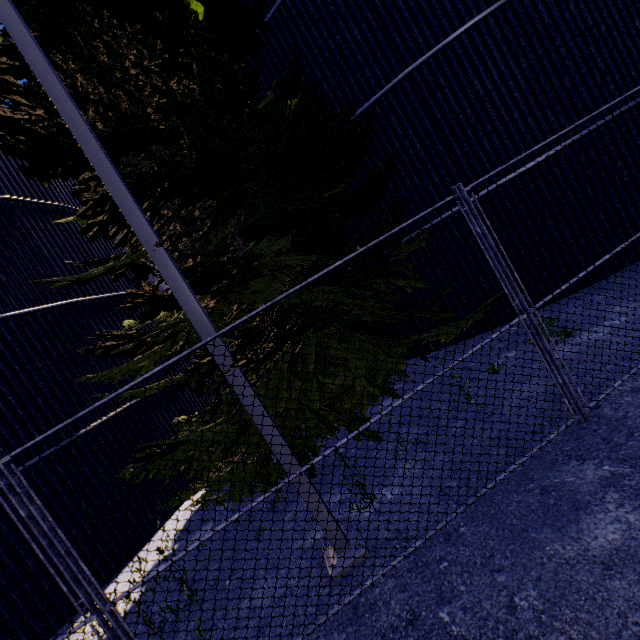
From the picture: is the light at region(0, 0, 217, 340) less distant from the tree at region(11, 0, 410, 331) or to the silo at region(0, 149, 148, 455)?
the tree at region(11, 0, 410, 331)

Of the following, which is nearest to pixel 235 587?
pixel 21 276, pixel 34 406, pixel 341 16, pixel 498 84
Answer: pixel 34 406

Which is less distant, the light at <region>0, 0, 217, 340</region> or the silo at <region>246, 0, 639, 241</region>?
the light at <region>0, 0, 217, 340</region>

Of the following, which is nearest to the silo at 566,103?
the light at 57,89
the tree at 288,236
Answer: the tree at 288,236
